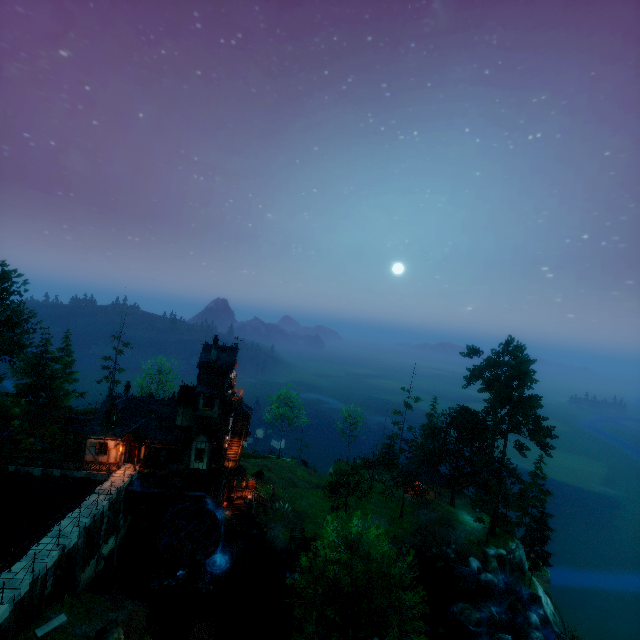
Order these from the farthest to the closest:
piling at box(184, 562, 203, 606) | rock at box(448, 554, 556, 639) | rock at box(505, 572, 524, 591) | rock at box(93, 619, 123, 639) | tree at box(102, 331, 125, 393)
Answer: tree at box(102, 331, 125, 393) < rock at box(505, 572, 524, 591) < piling at box(184, 562, 203, 606) < rock at box(448, 554, 556, 639) < rock at box(93, 619, 123, 639)

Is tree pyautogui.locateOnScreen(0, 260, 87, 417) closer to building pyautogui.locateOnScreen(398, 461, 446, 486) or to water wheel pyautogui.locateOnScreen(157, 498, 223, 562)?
building pyautogui.locateOnScreen(398, 461, 446, 486)

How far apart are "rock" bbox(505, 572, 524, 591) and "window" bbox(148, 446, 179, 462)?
41.0 meters

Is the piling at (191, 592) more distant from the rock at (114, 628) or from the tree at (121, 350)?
the tree at (121, 350)

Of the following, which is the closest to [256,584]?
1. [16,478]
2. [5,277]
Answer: [16,478]

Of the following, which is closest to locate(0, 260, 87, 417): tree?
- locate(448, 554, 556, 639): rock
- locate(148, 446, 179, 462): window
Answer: locate(448, 554, 556, 639): rock

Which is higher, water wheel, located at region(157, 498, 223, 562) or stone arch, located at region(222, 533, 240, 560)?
water wheel, located at region(157, 498, 223, 562)

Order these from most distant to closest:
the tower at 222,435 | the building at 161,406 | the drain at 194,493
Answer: the tower at 222,435 → the building at 161,406 → the drain at 194,493
